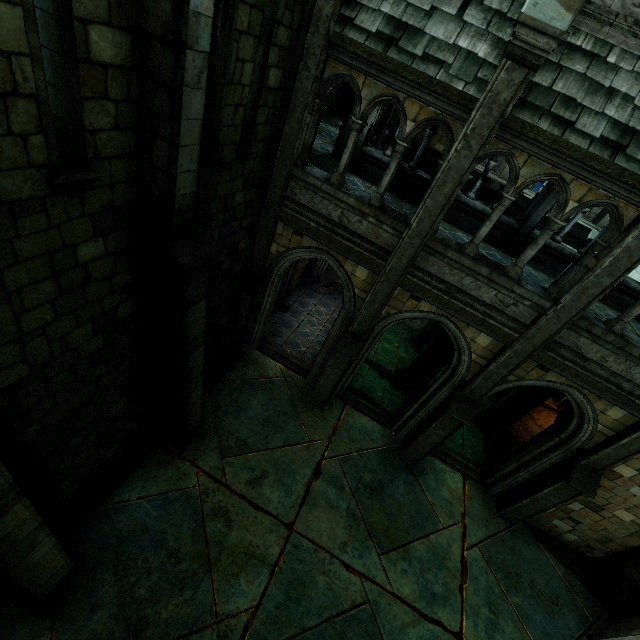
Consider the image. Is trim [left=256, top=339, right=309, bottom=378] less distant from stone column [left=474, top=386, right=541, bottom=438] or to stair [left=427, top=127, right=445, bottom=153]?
stone column [left=474, top=386, right=541, bottom=438]

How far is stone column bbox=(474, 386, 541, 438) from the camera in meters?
10.9 m

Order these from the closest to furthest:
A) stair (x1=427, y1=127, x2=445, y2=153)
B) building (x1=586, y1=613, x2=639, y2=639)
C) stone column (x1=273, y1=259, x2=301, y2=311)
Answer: building (x1=586, y1=613, x2=639, y2=639), stone column (x1=273, y1=259, x2=301, y2=311), stair (x1=427, y1=127, x2=445, y2=153)

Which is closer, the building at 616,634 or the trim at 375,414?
the building at 616,634

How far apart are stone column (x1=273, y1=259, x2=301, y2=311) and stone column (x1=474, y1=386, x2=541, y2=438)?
8.4 meters

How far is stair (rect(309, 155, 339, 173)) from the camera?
10.26m

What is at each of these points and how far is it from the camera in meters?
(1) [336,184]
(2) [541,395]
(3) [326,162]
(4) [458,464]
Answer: (1) building, 6.9
(2) brick, 10.6
(3) stair, 11.0
(4) trim, 10.2

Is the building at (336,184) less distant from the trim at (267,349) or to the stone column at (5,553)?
the trim at (267,349)
